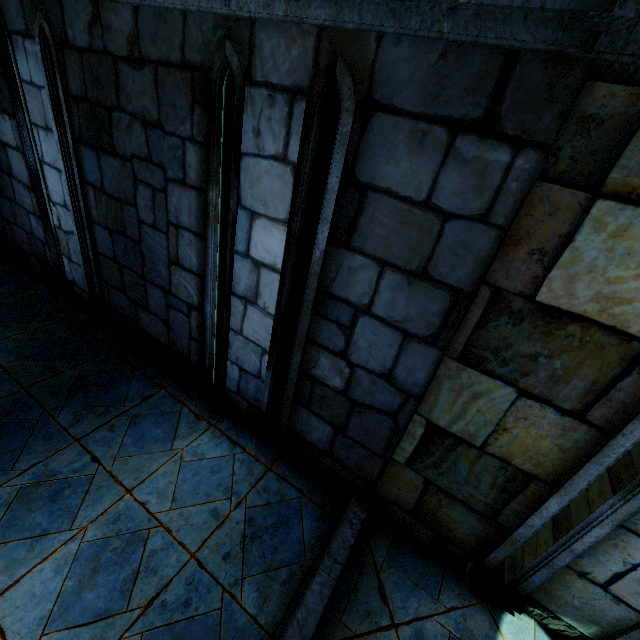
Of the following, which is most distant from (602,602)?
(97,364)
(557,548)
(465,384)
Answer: (97,364)
